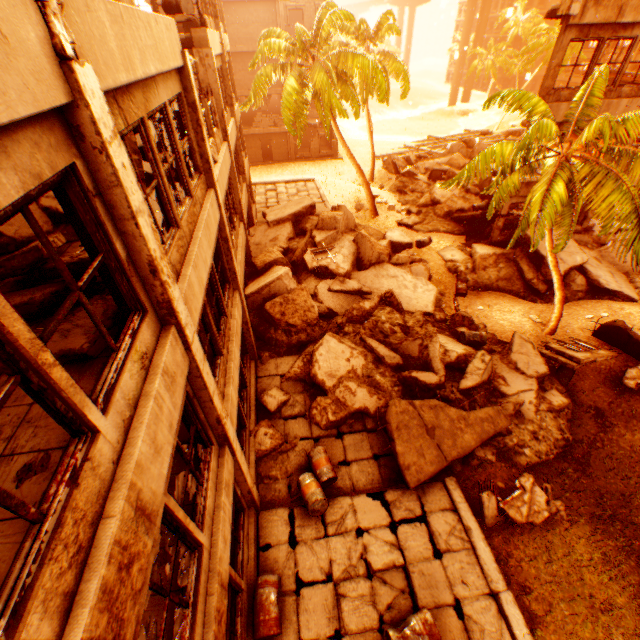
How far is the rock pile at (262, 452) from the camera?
9.0 meters

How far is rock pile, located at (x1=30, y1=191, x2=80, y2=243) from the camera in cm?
586

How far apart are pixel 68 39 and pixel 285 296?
9.7 meters

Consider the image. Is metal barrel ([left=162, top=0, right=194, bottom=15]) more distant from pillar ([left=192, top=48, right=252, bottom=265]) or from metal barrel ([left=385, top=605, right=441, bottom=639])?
metal barrel ([left=385, top=605, right=441, bottom=639])

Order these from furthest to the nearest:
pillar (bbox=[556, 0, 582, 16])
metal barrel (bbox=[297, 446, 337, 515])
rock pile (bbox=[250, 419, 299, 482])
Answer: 1. pillar (bbox=[556, 0, 582, 16])
2. rock pile (bbox=[250, 419, 299, 482])
3. metal barrel (bbox=[297, 446, 337, 515])

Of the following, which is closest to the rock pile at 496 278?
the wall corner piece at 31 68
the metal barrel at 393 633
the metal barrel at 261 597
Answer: the metal barrel at 261 597

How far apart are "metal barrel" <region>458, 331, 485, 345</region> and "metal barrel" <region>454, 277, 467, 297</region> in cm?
377

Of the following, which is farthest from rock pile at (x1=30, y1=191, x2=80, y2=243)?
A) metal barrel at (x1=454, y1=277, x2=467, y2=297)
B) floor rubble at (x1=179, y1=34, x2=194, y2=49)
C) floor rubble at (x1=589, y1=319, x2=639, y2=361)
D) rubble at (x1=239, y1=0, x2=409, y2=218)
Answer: floor rubble at (x1=589, y1=319, x2=639, y2=361)
